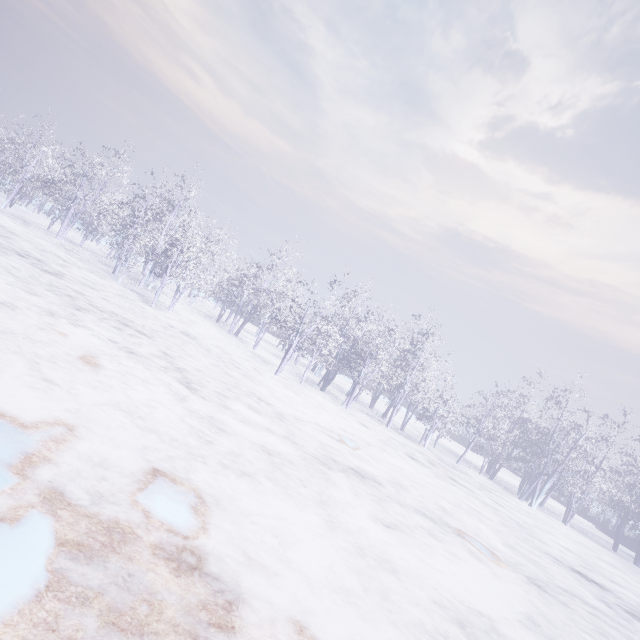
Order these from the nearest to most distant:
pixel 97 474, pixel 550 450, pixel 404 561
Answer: pixel 97 474 < pixel 404 561 < pixel 550 450
